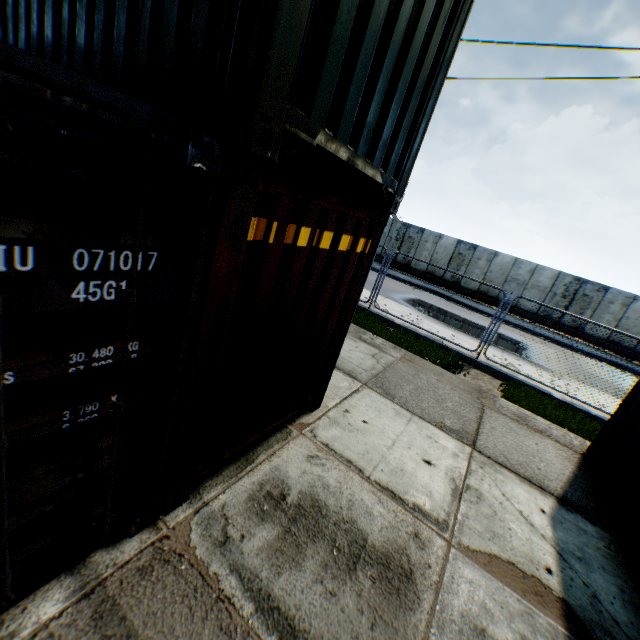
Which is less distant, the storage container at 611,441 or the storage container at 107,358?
the storage container at 107,358

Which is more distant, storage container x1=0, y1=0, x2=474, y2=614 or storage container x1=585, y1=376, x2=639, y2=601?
storage container x1=585, y1=376, x2=639, y2=601

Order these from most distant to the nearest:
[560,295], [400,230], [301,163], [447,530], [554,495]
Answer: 1. [400,230]
2. [560,295]
3. [554,495]
4. [301,163]
5. [447,530]
